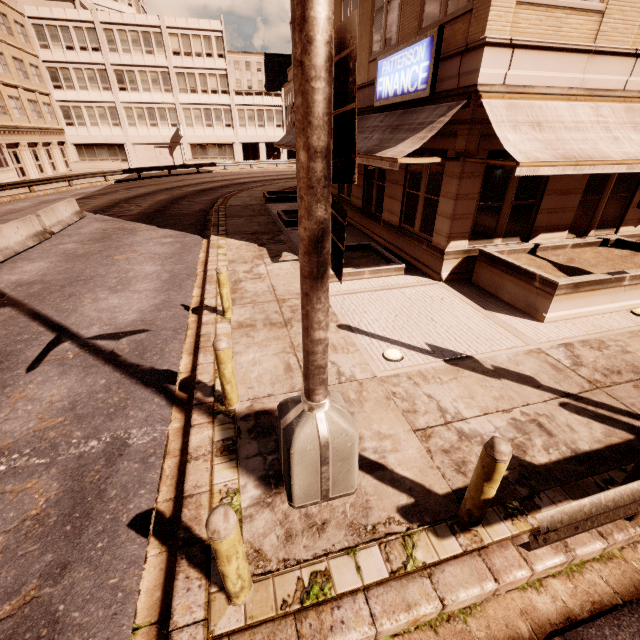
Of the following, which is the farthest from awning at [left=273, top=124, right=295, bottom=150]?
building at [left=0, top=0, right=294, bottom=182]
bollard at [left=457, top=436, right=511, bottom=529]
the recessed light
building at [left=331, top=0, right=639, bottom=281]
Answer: building at [left=0, top=0, right=294, bottom=182]

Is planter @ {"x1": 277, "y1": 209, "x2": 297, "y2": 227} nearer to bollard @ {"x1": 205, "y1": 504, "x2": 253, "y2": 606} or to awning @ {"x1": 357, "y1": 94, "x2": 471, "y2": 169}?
awning @ {"x1": 357, "y1": 94, "x2": 471, "y2": 169}

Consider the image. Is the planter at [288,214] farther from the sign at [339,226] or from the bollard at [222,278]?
the sign at [339,226]

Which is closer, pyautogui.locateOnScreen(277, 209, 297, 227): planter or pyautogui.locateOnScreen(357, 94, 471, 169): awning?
pyautogui.locateOnScreen(357, 94, 471, 169): awning

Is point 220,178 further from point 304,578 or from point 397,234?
point 304,578

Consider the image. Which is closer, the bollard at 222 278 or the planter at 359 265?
the bollard at 222 278

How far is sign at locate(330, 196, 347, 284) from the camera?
2.28m

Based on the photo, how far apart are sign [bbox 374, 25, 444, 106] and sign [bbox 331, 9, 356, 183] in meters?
7.8 m
